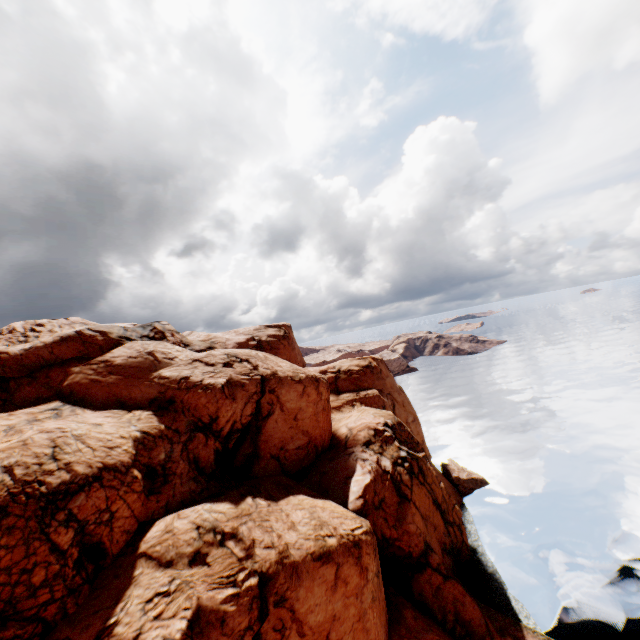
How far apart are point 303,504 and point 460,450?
43.9 meters
